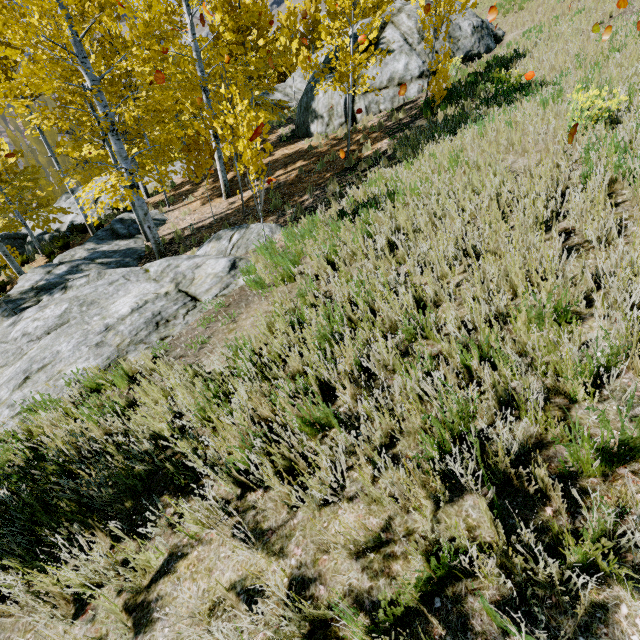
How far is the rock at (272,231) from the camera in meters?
7.2 m

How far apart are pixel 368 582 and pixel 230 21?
13.3 meters

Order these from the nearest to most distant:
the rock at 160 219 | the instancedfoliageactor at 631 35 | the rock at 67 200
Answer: the instancedfoliageactor at 631 35 < the rock at 160 219 < the rock at 67 200

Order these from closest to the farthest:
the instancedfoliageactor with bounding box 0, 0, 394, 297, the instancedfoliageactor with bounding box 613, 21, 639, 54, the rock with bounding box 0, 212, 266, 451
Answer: the rock with bounding box 0, 212, 266, 451 → the instancedfoliageactor with bounding box 0, 0, 394, 297 → the instancedfoliageactor with bounding box 613, 21, 639, 54

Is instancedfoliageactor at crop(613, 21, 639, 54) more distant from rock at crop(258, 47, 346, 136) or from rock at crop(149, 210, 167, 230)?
rock at crop(258, 47, 346, 136)

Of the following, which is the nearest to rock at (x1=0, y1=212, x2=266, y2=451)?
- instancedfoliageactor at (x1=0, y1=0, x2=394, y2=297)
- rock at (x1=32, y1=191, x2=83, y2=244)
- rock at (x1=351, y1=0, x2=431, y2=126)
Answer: instancedfoliageactor at (x1=0, y1=0, x2=394, y2=297)

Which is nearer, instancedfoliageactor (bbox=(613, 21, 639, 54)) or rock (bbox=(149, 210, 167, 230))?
instancedfoliageactor (bbox=(613, 21, 639, 54))
